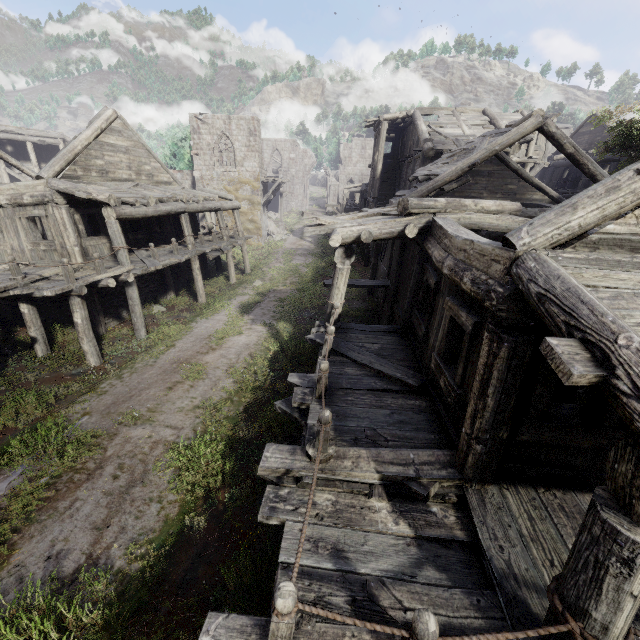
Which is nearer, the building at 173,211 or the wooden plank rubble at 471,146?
the building at 173,211

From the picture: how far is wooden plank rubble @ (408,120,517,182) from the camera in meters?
12.7

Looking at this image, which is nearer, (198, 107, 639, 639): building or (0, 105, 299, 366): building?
(198, 107, 639, 639): building

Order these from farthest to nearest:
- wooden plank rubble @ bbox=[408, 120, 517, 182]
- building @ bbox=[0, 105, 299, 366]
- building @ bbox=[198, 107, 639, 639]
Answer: wooden plank rubble @ bbox=[408, 120, 517, 182] → building @ bbox=[0, 105, 299, 366] → building @ bbox=[198, 107, 639, 639]

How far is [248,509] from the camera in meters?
6.2

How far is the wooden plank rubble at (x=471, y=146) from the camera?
12.7m

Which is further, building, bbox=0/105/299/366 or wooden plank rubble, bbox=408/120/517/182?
wooden plank rubble, bbox=408/120/517/182
